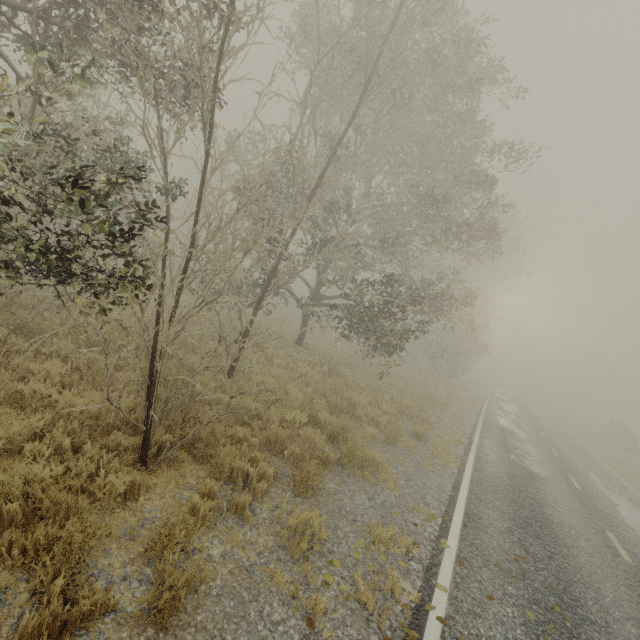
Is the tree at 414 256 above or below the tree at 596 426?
above

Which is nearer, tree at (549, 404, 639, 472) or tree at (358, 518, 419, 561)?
tree at (358, 518, 419, 561)

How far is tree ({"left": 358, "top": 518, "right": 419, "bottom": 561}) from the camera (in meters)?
5.00

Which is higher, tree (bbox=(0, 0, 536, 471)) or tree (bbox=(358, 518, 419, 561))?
tree (bbox=(0, 0, 536, 471))

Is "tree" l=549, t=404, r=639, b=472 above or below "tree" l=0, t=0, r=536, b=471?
below

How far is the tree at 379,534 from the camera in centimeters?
500cm

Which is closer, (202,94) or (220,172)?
(202,94)
